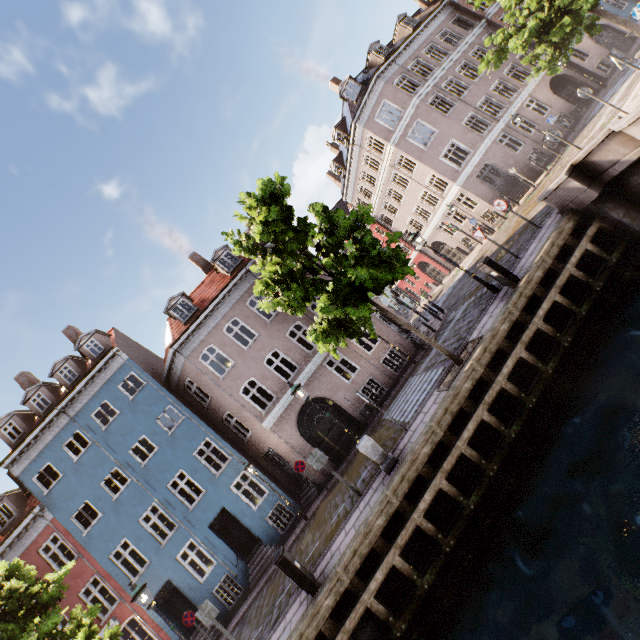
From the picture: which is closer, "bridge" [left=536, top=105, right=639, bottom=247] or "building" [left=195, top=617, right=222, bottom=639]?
"bridge" [left=536, top=105, right=639, bottom=247]

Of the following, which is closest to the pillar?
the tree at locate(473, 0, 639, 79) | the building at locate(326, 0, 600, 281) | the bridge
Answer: the tree at locate(473, 0, 639, 79)

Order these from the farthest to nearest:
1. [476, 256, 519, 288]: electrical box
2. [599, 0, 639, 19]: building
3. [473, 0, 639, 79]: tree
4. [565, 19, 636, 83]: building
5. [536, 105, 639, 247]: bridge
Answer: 1. [599, 0, 639, 19]: building
2. [565, 19, 636, 83]: building
3. [473, 0, 639, 79]: tree
4. [476, 256, 519, 288]: electrical box
5. [536, 105, 639, 247]: bridge

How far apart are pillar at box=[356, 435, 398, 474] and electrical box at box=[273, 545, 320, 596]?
3.04m

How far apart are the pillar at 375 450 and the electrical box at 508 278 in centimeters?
620cm

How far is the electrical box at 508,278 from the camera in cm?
973

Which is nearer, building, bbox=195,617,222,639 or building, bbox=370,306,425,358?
building, bbox=195,617,222,639

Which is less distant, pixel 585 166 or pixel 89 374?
pixel 585 166
